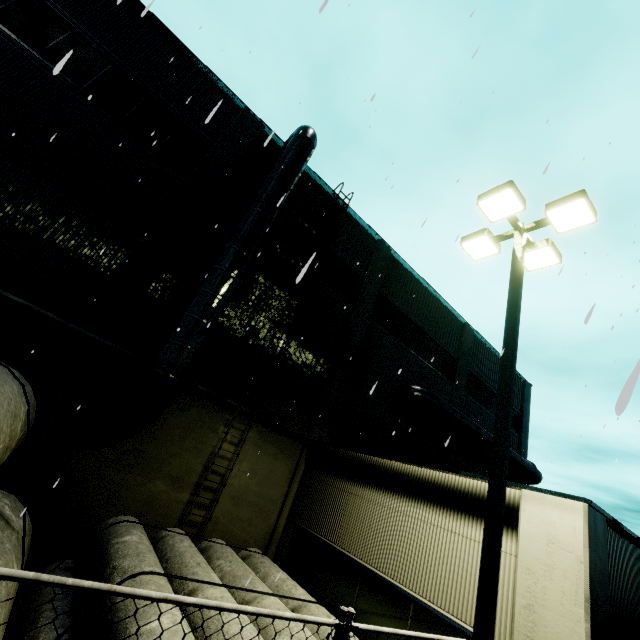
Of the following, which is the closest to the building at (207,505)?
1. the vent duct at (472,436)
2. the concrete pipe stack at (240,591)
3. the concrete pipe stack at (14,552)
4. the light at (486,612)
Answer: the vent duct at (472,436)

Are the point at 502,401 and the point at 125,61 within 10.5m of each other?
no

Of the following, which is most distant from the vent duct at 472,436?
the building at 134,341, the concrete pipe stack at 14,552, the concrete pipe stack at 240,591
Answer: the concrete pipe stack at 14,552

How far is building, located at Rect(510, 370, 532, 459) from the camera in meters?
20.8 m

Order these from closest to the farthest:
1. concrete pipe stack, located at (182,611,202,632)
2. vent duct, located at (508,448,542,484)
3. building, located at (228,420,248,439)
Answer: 1. concrete pipe stack, located at (182,611,202,632)
2. building, located at (228,420,248,439)
3. vent duct, located at (508,448,542,484)

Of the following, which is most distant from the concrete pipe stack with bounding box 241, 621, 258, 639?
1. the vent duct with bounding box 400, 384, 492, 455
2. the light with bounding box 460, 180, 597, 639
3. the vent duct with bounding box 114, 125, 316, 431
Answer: the vent duct with bounding box 400, 384, 492, 455

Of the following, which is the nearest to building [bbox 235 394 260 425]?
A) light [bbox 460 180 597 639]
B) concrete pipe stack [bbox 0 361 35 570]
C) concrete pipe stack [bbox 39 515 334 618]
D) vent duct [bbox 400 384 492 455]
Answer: vent duct [bbox 400 384 492 455]
